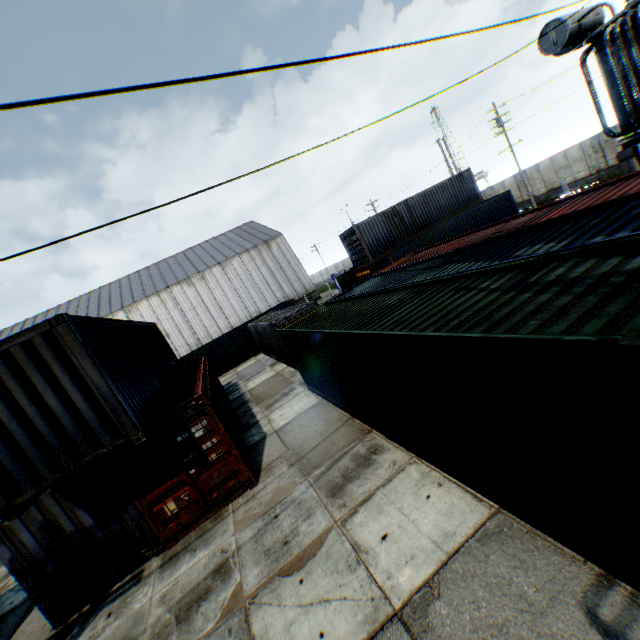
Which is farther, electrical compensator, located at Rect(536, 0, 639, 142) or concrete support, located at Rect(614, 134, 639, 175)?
concrete support, located at Rect(614, 134, 639, 175)

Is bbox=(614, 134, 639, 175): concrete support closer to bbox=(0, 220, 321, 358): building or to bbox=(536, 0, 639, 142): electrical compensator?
bbox=(536, 0, 639, 142): electrical compensator

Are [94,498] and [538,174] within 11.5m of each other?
no

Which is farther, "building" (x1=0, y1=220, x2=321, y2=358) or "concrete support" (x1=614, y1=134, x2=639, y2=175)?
"building" (x1=0, y1=220, x2=321, y2=358)

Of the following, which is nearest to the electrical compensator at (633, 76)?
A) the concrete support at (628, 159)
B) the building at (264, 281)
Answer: the concrete support at (628, 159)

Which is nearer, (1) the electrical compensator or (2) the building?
(1) the electrical compensator

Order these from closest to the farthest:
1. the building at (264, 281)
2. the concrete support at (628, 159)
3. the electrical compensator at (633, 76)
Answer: the electrical compensator at (633, 76) → the concrete support at (628, 159) → the building at (264, 281)

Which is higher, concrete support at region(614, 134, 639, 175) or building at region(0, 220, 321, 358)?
building at region(0, 220, 321, 358)
